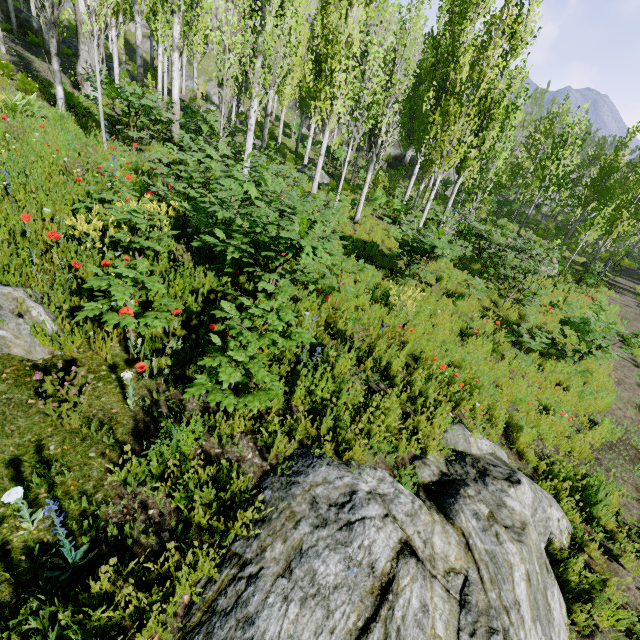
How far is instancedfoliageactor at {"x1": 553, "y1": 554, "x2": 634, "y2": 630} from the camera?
3.7 meters

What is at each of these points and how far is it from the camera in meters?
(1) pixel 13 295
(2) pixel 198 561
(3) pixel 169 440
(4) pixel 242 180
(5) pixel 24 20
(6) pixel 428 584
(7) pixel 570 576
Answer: (1) rock, 3.1
(2) instancedfoliageactor, 2.3
(3) instancedfoliageactor, 2.8
(4) instancedfoliageactor, 5.9
(5) rock, 19.5
(6) rock, 2.6
(7) instancedfoliageactor, 3.9

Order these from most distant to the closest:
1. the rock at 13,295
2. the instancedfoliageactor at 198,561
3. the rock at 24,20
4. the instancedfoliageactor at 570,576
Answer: the rock at 24,20
the instancedfoliageactor at 570,576
the rock at 13,295
the instancedfoliageactor at 198,561

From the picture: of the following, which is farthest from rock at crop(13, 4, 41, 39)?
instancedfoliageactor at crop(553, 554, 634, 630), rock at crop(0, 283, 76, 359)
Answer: instancedfoliageactor at crop(553, 554, 634, 630)

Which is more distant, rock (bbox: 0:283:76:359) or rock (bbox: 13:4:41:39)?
rock (bbox: 13:4:41:39)

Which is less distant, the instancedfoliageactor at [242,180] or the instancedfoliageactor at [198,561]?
the instancedfoliageactor at [198,561]

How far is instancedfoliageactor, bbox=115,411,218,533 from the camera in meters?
2.5 m

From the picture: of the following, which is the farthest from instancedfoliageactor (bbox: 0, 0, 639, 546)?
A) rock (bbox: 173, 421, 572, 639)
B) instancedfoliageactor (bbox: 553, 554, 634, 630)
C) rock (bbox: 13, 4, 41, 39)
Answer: instancedfoliageactor (bbox: 553, 554, 634, 630)
